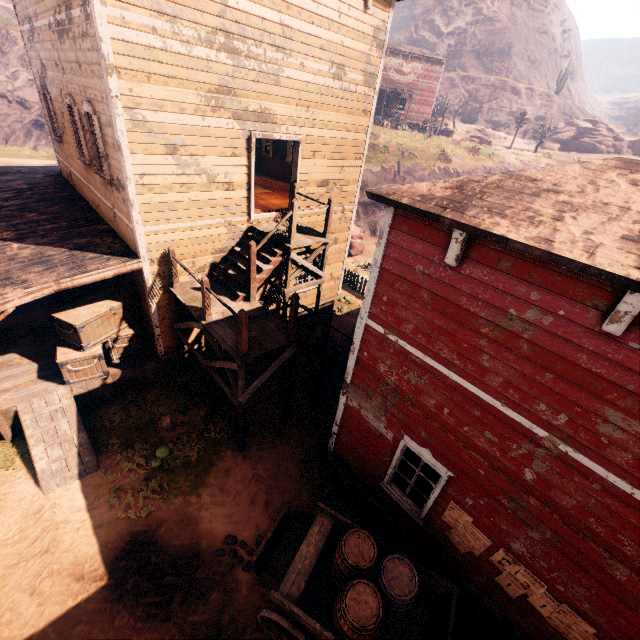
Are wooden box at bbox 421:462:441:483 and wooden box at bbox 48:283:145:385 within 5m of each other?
no

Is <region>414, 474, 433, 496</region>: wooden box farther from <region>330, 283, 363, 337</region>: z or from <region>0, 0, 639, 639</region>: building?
<region>330, 283, 363, 337</region>: z

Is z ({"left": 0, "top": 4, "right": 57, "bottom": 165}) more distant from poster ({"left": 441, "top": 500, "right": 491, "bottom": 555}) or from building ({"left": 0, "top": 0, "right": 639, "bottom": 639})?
poster ({"left": 441, "top": 500, "right": 491, "bottom": 555})

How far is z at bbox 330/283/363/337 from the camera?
14.4m

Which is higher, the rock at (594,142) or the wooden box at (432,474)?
the rock at (594,142)

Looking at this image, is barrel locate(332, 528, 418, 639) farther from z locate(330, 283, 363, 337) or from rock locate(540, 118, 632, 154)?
rock locate(540, 118, 632, 154)

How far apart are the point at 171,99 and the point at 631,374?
9.2m

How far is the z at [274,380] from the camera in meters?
10.6
